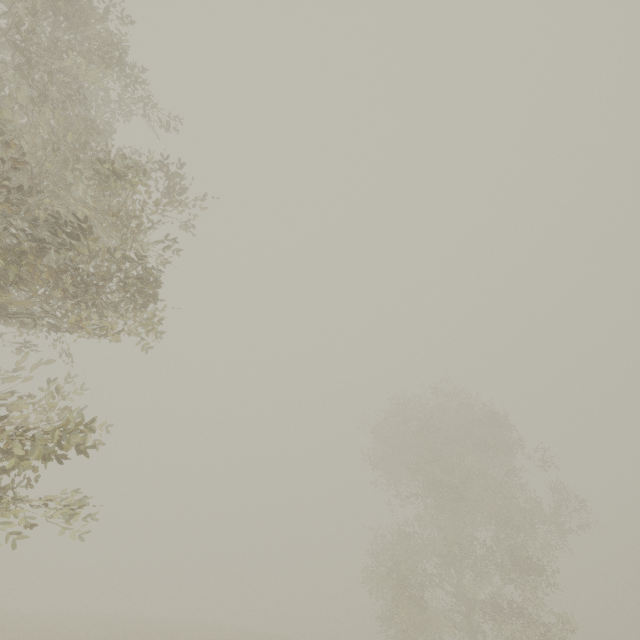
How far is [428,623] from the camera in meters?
18.6 m
